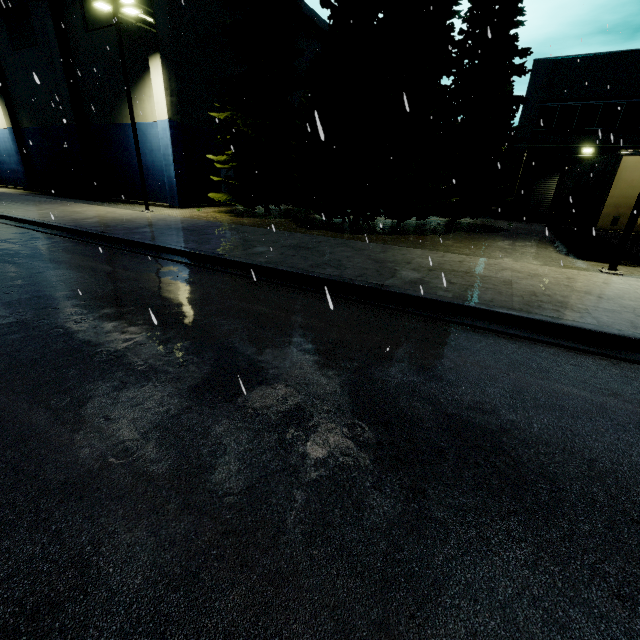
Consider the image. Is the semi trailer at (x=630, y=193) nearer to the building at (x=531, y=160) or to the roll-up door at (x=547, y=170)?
the building at (x=531, y=160)

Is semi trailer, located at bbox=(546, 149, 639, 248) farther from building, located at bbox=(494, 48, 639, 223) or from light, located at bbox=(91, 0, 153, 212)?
light, located at bbox=(91, 0, 153, 212)

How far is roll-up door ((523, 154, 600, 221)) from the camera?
22.27m

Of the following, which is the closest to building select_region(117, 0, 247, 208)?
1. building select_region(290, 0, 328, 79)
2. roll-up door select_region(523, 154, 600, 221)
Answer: building select_region(290, 0, 328, 79)

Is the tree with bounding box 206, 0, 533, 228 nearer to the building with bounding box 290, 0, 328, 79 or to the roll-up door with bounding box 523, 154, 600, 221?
the building with bounding box 290, 0, 328, 79

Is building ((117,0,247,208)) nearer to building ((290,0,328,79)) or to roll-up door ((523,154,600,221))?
building ((290,0,328,79))

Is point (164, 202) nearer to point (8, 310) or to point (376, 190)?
point (376, 190)

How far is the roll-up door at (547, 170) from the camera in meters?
22.3
